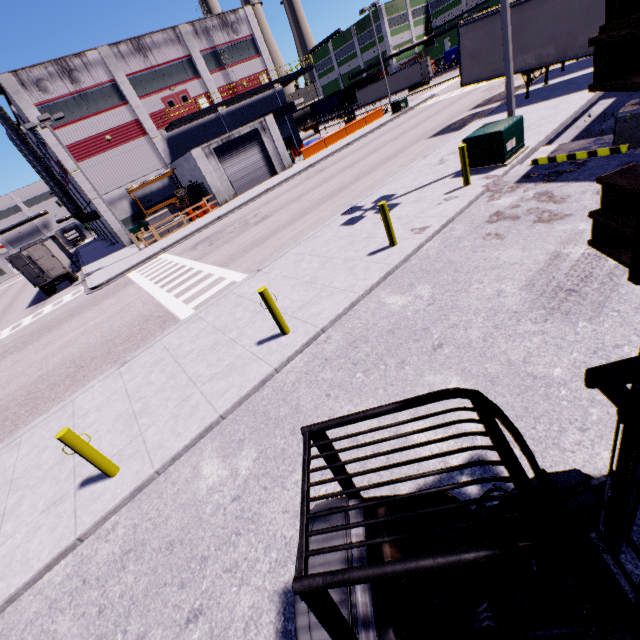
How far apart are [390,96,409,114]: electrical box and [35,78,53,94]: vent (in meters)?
31.42

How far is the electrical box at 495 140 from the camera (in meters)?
9.88

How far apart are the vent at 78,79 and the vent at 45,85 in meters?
1.3

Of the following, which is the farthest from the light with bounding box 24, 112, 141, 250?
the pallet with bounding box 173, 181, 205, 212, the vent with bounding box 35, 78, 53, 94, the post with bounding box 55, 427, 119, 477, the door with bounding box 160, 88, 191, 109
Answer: the post with bounding box 55, 427, 119, 477

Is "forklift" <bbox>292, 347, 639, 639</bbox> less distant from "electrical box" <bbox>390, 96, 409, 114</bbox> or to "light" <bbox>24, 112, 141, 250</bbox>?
"light" <bbox>24, 112, 141, 250</bbox>

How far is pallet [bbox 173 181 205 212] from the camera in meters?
29.3 m

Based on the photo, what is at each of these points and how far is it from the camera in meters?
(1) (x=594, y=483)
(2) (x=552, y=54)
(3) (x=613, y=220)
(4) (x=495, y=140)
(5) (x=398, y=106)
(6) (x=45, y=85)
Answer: (1) forklift, 2.2 m
(2) semi trailer, 14.8 m
(3) pallet, 1.7 m
(4) electrical box, 9.9 m
(5) electrical box, 34.7 m
(6) vent, 26.6 m

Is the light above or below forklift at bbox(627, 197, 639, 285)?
above
